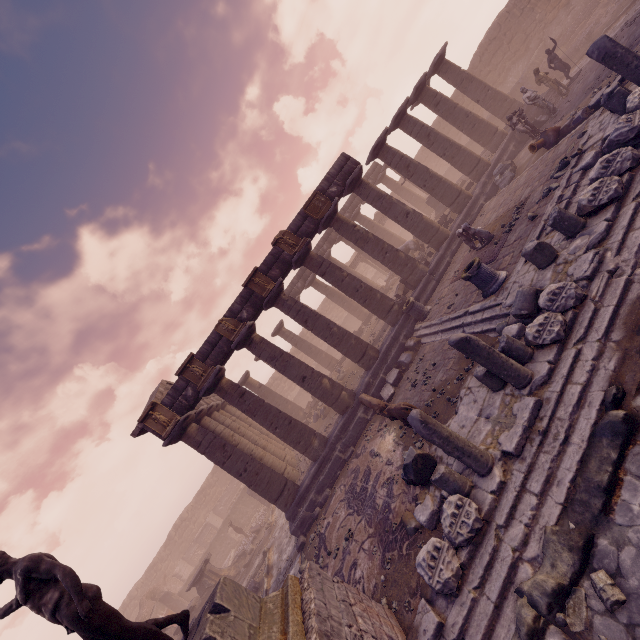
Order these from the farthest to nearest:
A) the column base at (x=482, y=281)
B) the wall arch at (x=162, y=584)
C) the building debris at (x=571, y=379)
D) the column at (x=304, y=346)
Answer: the column at (x=304, y=346) < the wall arch at (x=162, y=584) < the column base at (x=482, y=281) < the building debris at (x=571, y=379)

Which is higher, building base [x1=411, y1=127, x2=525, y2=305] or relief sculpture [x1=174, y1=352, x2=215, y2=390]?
relief sculpture [x1=174, y1=352, x2=215, y2=390]

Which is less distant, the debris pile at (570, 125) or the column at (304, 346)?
the debris pile at (570, 125)

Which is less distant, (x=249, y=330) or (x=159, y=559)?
(x=249, y=330)

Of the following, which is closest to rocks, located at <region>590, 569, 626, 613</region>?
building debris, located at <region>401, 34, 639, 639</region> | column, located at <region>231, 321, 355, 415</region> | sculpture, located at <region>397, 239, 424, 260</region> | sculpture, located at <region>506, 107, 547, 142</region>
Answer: building debris, located at <region>401, 34, 639, 639</region>

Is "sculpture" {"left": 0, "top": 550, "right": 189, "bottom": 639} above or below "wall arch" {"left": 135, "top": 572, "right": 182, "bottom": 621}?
above

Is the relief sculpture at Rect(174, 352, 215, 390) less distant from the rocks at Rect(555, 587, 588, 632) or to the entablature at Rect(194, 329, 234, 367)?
the entablature at Rect(194, 329, 234, 367)

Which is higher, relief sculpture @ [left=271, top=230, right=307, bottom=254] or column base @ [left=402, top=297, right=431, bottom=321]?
relief sculpture @ [left=271, top=230, right=307, bottom=254]
